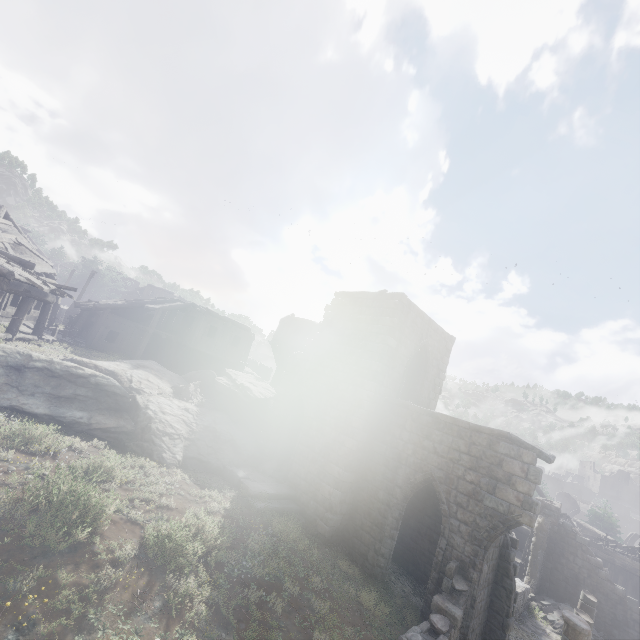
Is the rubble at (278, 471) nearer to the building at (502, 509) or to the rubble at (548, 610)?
the building at (502, 509)

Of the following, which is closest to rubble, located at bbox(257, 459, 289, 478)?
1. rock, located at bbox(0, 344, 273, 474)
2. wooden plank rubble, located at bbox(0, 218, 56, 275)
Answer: rock, located at bbox(0, 344, 273, 474)

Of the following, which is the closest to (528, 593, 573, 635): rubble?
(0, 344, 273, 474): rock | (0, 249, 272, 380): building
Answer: (0, 249, 272, 380): building

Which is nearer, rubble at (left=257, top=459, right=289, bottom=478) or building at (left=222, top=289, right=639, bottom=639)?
building at (left=222, top=289, right=639, bottom=639)

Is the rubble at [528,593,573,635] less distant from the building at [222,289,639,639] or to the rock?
the building at [222,289,639,639]

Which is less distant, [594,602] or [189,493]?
[189,493]

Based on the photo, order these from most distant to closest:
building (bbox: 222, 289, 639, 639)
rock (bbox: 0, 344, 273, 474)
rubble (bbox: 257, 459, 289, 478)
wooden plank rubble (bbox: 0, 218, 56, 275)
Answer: wooden plank rubble (bbox: 0, 218, 56, 275), rubble (bbox: 257, 459, 289, 478), rock (bbox: 0, 344, 273, 474), building (bbox: 222, 289, 639, 639)

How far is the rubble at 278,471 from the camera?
14.99m
